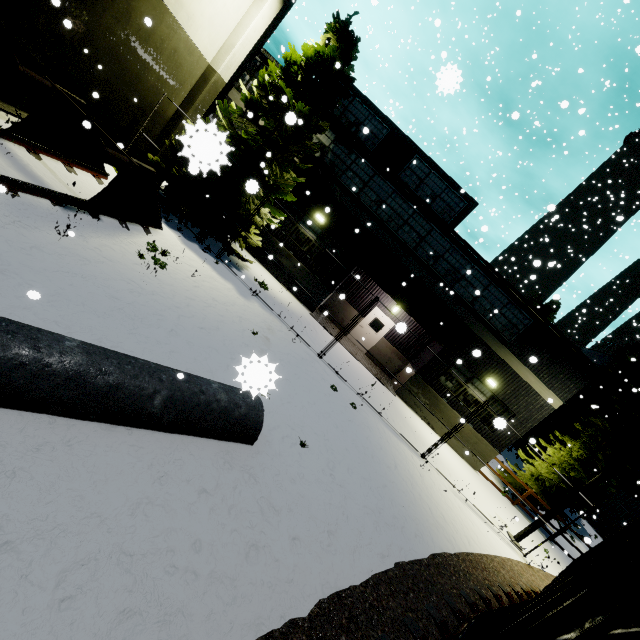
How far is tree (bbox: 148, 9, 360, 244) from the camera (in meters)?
10.84

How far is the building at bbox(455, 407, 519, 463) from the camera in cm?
1628

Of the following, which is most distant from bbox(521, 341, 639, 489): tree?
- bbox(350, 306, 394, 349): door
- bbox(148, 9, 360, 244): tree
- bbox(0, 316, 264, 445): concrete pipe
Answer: bbox(0, 316, 264, 445): concrete pipe

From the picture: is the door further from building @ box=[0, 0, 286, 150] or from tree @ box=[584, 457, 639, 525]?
tree @ box=[584, 457, 639, 525]

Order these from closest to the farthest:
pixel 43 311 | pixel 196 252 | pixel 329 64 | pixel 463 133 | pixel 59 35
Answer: pixel 43 311 → pixel 59 35 → pixel 196 252 → pixel 329 64 → pixel 463 133

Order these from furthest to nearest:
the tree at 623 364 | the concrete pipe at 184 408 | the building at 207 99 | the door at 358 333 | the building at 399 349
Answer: the door at 358 333 < the tree at 623 364 < the building at 399 349 < the building at 207 99 < the concrete pipe at 184 408

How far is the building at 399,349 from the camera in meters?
16.4

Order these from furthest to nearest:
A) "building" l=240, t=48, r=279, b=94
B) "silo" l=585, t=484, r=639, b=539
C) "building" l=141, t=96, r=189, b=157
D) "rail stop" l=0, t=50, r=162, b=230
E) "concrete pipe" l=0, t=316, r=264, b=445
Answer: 1. "silo" l=585, t=484, r=639, b=539
2. "building" l=240, t=48, r=279, b=94
3. "building" l=141, t=96, r=189, b=157
4. "rail stop" l=0, t=50, r=162, b=230
5. "concrete pipe" l=0, t=316, r=264, b=445
